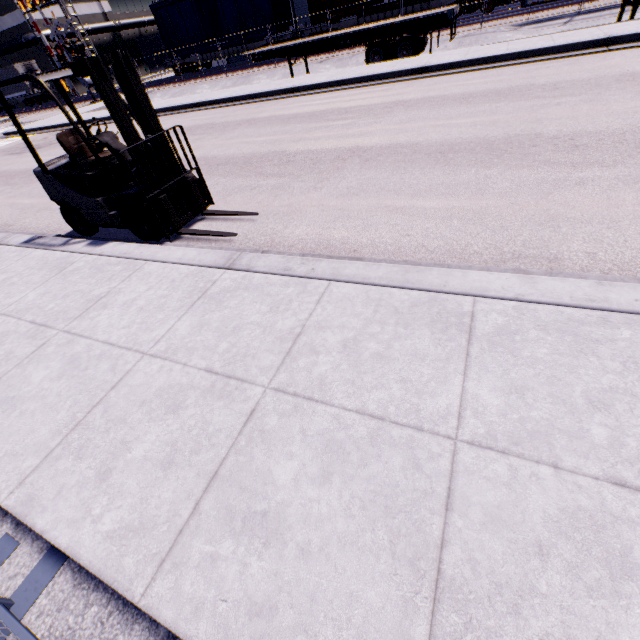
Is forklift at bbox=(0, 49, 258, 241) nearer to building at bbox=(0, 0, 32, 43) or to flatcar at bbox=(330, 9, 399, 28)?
building at bbox=(0, 0, 32, 43)

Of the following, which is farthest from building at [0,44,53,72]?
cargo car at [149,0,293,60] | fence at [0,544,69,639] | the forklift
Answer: fence at [0,544,69,639]

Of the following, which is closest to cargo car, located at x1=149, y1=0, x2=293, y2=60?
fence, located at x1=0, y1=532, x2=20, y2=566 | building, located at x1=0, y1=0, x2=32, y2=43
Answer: building, located at x1=0, y1=0, x2=32, y2=43

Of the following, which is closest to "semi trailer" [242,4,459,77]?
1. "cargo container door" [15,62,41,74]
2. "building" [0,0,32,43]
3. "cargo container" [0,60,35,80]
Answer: "building" [0,0,32,43]

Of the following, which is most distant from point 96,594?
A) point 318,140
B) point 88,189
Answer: point 318,140

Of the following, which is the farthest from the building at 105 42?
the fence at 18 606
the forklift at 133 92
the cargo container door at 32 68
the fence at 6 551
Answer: the fence at 18 606

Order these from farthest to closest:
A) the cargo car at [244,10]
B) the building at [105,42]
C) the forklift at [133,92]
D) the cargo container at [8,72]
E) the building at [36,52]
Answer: the building at [105,42] → the building at [36,52] → the cargo container at [8,72] → the cargo car at [244,10] → the forklift at [133,92]

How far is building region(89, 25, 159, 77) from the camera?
43.7m
